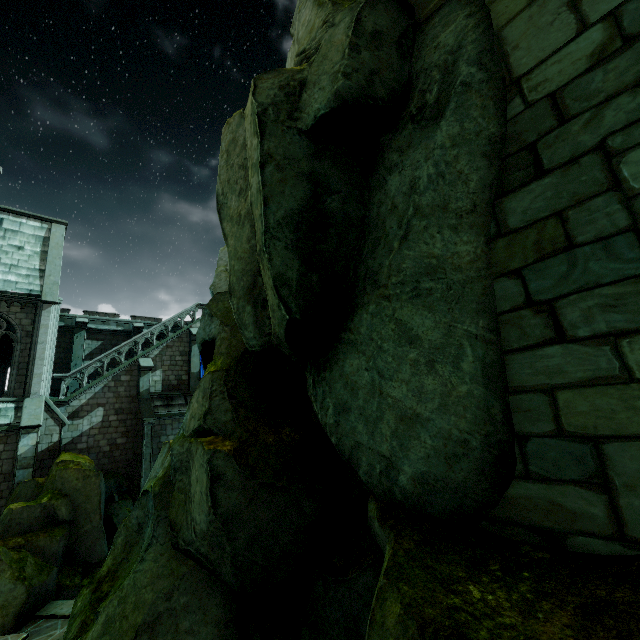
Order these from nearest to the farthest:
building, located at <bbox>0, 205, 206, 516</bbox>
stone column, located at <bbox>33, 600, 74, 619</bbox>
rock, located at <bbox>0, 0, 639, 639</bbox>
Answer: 1. rock, located at <bbox>0, 0, 639, 639</bbox>
2. stone column, located at <bbox>33, 600, 74, 619</bbox>
3. building, located at <bbox>0, 205, 206, 516</bbox>

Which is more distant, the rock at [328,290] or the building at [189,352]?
the building at [189,352]

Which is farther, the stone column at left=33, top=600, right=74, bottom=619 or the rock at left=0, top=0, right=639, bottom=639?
the stone column at left=33, top=600, right=74, bottom=619

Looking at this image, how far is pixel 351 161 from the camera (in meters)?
5.08

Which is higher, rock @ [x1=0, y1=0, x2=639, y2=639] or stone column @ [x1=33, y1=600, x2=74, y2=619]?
rock @ [x1=0, y1=0, x2=639, y2=639]

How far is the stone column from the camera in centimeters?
1012cm

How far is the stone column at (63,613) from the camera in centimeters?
1012cm

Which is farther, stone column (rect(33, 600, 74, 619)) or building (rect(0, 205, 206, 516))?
building (rect(0, 205, 206, 516))
